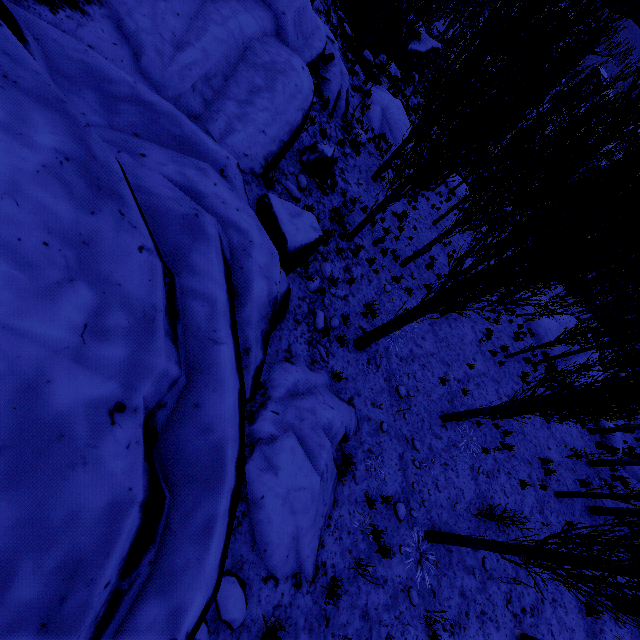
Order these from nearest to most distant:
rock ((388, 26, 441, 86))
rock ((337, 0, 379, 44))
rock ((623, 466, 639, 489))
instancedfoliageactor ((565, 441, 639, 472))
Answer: instancedfoliageactor ((565, 441, 639, 472)) < rock ((623, 466, 639, 489)) < rock ((337, 0, 379, 44)) < rock ((388, 26, 441, 86))

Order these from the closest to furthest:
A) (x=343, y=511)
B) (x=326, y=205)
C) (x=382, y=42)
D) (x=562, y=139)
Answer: (x=343, y=511), (x=562, y=139), (x=326, y=205), (x=382, y=42)

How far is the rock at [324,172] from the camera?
9.5 meters

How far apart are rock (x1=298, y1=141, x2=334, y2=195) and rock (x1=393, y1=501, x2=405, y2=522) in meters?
8.7

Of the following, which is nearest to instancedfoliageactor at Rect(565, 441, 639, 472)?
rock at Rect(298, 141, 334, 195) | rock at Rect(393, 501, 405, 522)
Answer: rock at Rect(393, 501, 405, 522)

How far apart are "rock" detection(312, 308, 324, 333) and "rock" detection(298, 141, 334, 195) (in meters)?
4.56

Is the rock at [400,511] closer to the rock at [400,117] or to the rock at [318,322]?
the rock at [400,117]

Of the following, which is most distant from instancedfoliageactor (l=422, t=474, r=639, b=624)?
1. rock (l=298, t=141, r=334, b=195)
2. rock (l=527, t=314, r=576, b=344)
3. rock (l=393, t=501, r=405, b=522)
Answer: rock (l=298, t=141, r=334, b=195)
